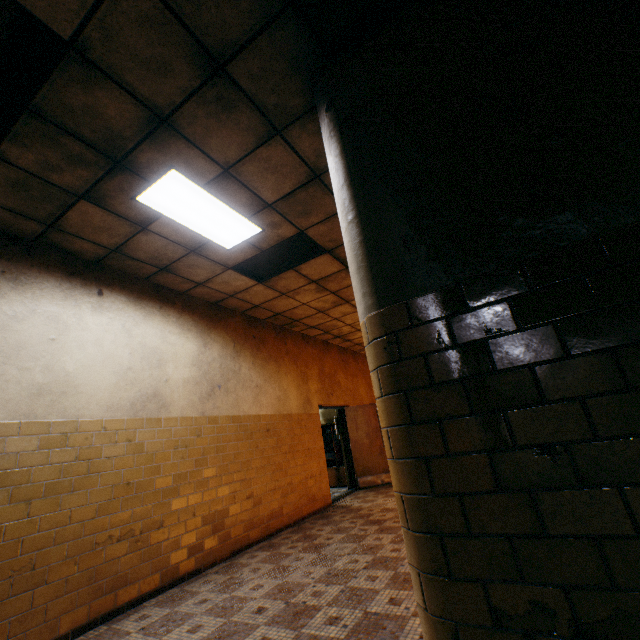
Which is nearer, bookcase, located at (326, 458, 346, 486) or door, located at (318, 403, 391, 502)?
door, located at (318, 403, 391, 502)

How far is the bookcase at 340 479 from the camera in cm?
945

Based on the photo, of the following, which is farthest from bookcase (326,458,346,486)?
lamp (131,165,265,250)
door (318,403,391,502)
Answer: lamp (131,165,265,250)

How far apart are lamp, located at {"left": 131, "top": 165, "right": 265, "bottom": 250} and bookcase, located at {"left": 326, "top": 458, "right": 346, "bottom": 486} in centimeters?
708cm

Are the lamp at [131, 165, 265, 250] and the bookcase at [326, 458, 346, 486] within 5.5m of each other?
no

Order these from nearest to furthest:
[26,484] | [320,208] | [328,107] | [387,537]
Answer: [328,107] → [26,484] → [320,208] → [387,537]

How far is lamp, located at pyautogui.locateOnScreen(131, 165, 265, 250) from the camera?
3.2m

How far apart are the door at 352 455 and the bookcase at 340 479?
0.6 meters
